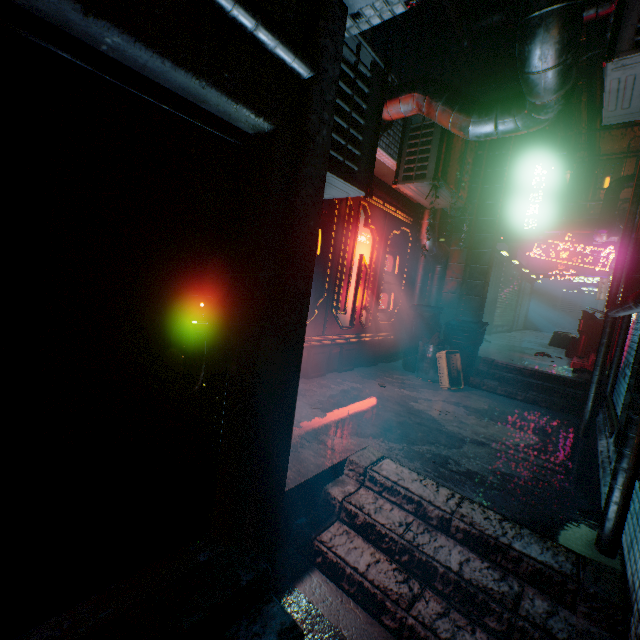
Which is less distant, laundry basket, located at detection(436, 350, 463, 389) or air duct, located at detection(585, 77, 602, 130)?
laundry basket, located at detection(436, 350, 463, 389)

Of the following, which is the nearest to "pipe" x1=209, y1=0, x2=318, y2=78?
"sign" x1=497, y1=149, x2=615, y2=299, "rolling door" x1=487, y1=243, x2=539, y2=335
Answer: "sign" x1=497, y1=149, x2=615, y2=299

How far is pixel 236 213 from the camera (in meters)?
1.54

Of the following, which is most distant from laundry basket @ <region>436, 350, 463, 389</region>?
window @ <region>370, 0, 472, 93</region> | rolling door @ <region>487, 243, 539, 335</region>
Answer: rolling door @ <region>487, 243, 539, 335</region>

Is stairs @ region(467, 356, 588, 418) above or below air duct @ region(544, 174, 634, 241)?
below

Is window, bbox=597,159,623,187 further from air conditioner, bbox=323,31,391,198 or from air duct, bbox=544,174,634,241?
air conditioner, bbox=323,31,391,198

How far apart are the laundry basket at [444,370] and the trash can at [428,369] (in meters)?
0.04

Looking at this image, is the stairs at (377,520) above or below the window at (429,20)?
below
